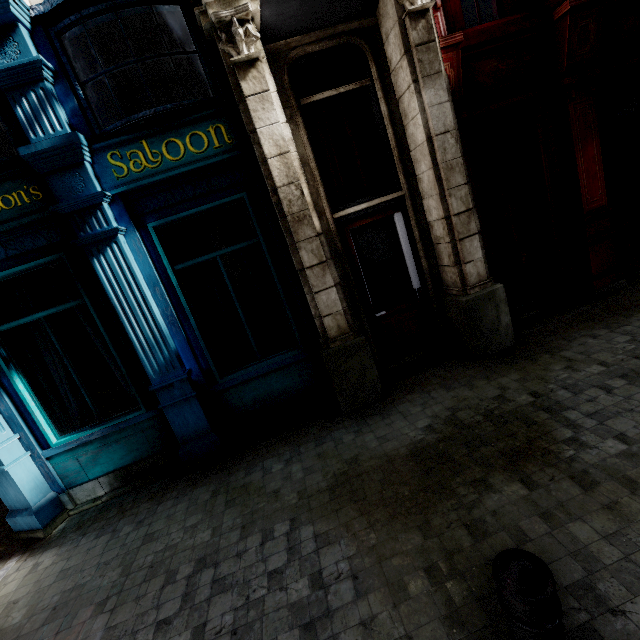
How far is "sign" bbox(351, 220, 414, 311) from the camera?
5.4m

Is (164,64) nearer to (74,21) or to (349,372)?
(74,21)

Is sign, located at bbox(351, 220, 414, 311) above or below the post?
above

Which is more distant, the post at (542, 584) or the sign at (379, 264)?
the sign at (379, 264)

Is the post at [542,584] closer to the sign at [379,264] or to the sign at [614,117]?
the sign at [379,264]

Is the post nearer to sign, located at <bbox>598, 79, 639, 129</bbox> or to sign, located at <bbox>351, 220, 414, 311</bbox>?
sign, located at <bbox>351, 220, 414, 311</bbox>

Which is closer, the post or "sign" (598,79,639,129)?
the post

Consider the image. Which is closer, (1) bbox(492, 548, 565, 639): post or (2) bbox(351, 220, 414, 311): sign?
(1) bbox(492, 548, 565, 639): post
